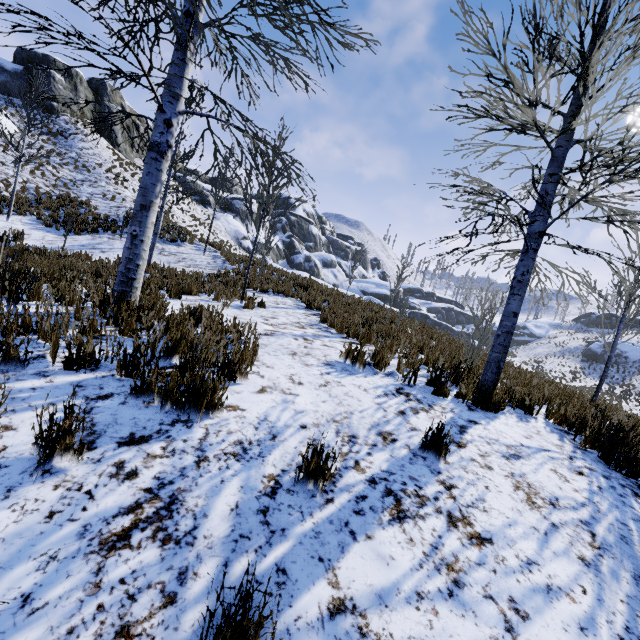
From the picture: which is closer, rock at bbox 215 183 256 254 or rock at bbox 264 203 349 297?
rock at bbox 264 203 349 297

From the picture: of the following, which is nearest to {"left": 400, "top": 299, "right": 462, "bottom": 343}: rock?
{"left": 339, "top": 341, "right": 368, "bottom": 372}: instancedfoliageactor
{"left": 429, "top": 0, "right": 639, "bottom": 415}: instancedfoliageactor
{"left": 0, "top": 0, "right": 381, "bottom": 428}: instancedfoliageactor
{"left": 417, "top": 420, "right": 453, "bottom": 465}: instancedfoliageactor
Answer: {"left": 0, "top": 0, "right": 381, "bottom": 428}: instancedfoliageactor

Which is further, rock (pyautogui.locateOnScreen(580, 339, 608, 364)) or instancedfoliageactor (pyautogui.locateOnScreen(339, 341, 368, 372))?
rock (pyautogui.locateOnScreen(580, 339, 608, 364))

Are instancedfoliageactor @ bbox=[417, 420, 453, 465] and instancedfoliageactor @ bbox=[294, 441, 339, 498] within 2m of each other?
yes

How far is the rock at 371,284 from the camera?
14.1m

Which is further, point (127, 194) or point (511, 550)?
point (127, 194)

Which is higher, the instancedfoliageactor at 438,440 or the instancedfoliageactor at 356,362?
the instancedfoliageactor at 356,362

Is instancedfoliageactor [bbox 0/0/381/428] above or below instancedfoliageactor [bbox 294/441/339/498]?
above
